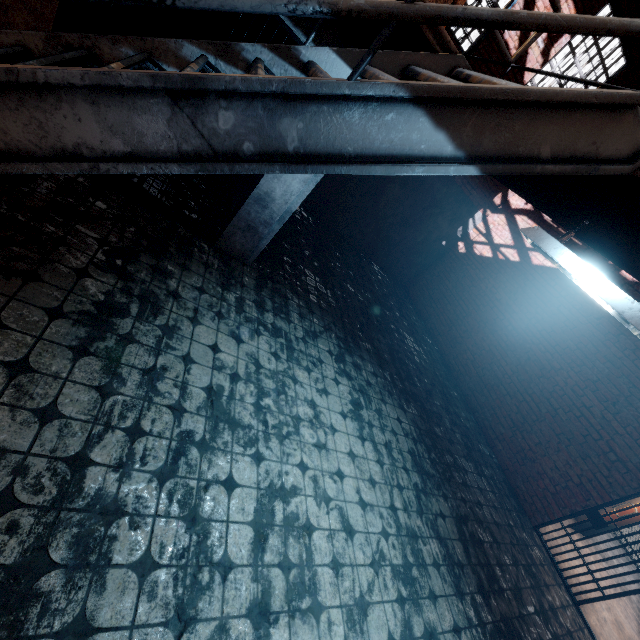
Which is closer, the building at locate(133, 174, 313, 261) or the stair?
the stair

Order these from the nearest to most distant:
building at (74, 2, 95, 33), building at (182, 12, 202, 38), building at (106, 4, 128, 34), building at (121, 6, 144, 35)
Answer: building at (74, 2, 95, 33), building at (106, 4, 128, 34), building at (121, 6, 144, 35), building at (182, 12, 202, 38)

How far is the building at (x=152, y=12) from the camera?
5.21m

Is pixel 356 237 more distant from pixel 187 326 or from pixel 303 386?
pixel 187 326

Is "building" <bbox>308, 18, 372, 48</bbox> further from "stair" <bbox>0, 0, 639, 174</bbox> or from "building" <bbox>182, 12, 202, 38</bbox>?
"stair" <bbox>0, 0, 639, 174</bbox>

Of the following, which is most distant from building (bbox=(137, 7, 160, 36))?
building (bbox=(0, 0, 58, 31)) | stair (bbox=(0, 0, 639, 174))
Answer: stair (bbox=(0, 0, 639, 174))

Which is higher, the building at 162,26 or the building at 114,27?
the building at 162,26

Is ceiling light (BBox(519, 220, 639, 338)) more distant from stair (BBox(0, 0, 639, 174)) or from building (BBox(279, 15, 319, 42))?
building (BBox(279, 15, 319, 42))
